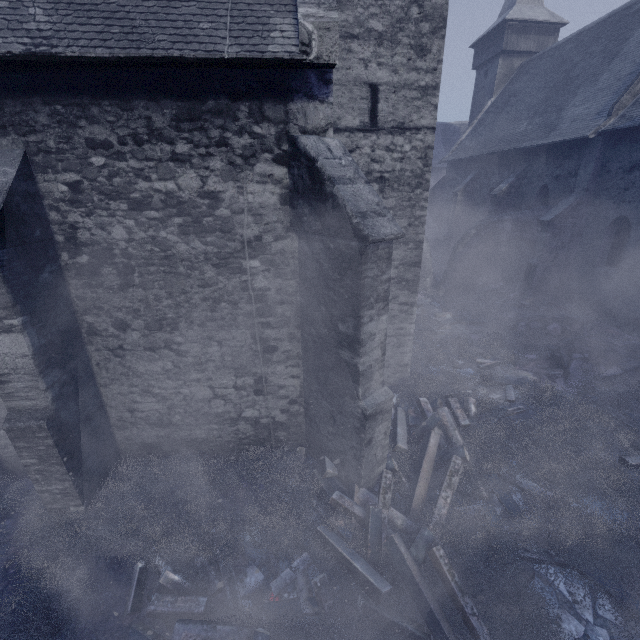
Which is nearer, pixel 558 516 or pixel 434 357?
pixel 558 516

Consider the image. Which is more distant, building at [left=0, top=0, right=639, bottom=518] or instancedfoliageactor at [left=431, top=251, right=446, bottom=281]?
instancedfoliageactor at [left=431, top=251, right=446, bottom=281]

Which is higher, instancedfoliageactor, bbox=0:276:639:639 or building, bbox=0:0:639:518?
building, bbox=0:0:639:518

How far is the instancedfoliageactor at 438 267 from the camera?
19.4 meters

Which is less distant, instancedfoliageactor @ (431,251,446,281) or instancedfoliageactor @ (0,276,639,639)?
instancedfoliageactor @ (0,276,639,639)

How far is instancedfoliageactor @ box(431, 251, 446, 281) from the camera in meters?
19.4

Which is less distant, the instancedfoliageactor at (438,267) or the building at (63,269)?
the building at (63,269)
